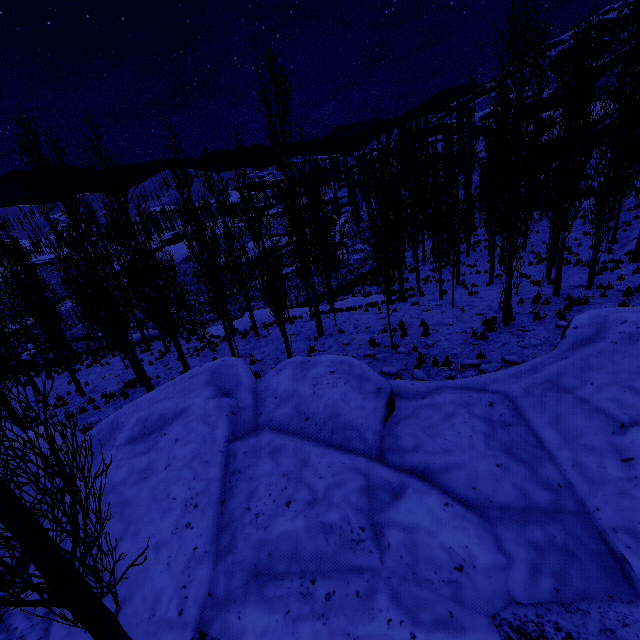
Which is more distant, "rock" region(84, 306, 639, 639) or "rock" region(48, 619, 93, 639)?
"rock" region(48, 619, 93, 639)

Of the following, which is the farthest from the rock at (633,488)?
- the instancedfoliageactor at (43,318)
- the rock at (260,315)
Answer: the rock at (260,315)

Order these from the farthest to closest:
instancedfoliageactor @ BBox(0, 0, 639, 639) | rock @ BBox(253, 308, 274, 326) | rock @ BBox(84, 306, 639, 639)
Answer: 1. rock @ BBox(253, 308, 274, 326)
2. rock @ BBox(84, 306, 639, 639)
3. instancedfoliageactor @ BBox(0, 0, 639, 639)

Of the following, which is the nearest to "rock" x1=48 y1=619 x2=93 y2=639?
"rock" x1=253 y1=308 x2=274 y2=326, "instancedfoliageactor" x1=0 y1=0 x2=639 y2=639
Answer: "instancedfoliageactor" x1=0 y1=0 x2=639 y2=639

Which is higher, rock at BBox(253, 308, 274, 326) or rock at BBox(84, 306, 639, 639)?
rock at BBox(84, 306, 639, 639)

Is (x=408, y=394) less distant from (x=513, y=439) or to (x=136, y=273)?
(x=513, y=439)

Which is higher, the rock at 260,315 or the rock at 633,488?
the rock at 633,488

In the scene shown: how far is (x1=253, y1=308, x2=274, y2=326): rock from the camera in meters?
21.7
